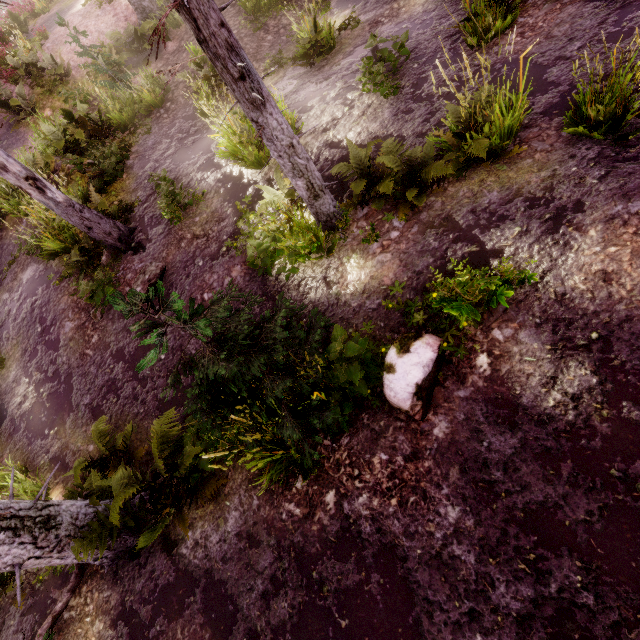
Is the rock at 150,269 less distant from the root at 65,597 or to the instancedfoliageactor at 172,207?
the instancedfoliageactor at 172,207

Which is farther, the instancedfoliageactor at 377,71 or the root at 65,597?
the instancedfoliageactor at 377,71

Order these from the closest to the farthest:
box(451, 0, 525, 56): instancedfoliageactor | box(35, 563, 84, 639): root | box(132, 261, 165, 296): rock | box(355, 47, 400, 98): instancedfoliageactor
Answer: box(35, 563, 84, 639): root < box(451, 0, 525, 56): instancedfoliageactor < box(355, 47, 400, 98): instancedfoliageactor < box(132, 261, 165, 296): rock

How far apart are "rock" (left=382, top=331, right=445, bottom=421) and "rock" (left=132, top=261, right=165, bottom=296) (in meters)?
5.22

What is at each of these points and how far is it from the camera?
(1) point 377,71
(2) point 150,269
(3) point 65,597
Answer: (1) instancedfoliageactor, 6.1 meters
(2) rock, 6.9 meters
(3) root, 4.6 meters

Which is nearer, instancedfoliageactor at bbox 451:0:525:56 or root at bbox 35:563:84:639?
root at bbox 35:563:84:639

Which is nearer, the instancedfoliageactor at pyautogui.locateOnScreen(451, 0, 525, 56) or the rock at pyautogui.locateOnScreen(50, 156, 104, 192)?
the instancedfoliageactor at pyautogui.locateOnScreen(451, 0, 525, 56)

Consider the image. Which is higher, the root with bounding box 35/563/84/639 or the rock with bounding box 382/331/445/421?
the rock with bounding box 382/331/445/421
